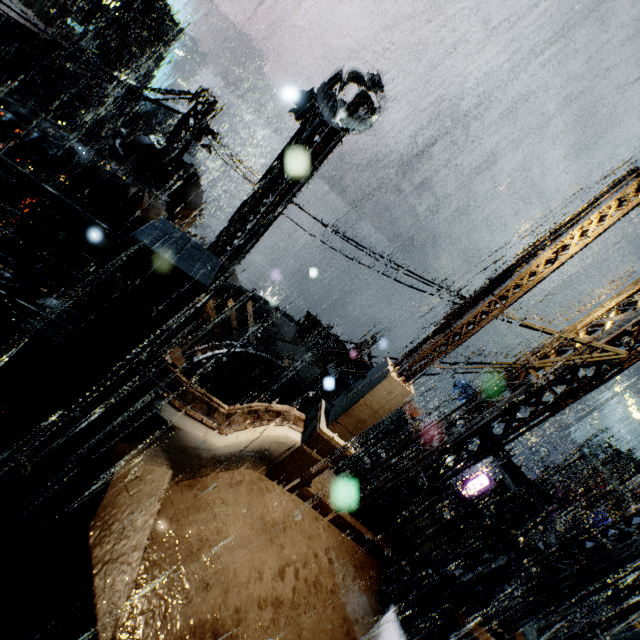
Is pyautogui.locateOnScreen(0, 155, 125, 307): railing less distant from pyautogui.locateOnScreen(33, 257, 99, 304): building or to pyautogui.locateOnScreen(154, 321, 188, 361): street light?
pyautogui.locateOnScreen(33, 257, 99, 304): building

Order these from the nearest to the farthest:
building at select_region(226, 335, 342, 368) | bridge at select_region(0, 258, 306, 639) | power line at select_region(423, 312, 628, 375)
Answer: bridge at select_region(0, 258, 306, 639) → power line at select_region(423, 312, 628, 375) → building at select_region(226, 335, 342, 368)

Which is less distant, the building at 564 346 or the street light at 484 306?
the street light at 484 306

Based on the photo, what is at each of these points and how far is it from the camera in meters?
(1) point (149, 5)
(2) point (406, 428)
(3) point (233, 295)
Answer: (1) building, 39.9
(2) scaffolding, 11.7
(3) building, 19.8

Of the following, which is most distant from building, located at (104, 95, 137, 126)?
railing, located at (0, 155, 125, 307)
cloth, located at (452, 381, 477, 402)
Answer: cloth, located at (452, 381, 477, 402)

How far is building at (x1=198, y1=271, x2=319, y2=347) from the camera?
18.4m

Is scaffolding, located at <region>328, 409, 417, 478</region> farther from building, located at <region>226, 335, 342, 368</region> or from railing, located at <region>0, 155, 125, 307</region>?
railing, located at <region>0, 155, 125, 307</region>

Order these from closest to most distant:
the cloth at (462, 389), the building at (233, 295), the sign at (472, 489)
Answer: the building at (233, 295)
the sign at (472, 489)
the cloth at (462, 389)
